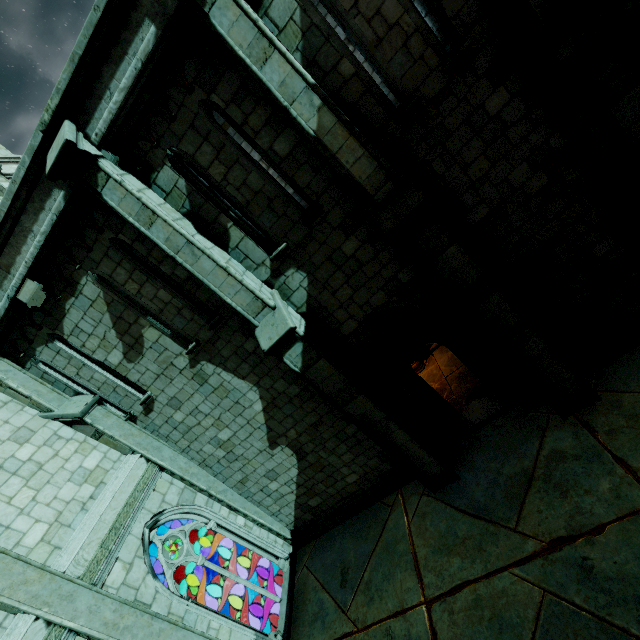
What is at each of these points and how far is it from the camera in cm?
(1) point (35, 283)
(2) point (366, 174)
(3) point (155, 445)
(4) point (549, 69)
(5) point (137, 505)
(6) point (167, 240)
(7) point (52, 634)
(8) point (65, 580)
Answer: (1) stone beam, 655
(2) stone column, 526
(3) stone column, 842
(4) stone column, 463
(5) trim, 731
(6) stone column, 583
(7) trim, 522
(8) stone column, 564

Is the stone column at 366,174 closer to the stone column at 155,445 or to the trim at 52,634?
the stone column at 155,445

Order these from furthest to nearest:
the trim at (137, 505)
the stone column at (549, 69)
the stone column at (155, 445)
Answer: the stone column at (155, 445) < the trim at (137, 505) < the stone column at (549, 69)

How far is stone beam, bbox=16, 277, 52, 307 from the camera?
6.56m

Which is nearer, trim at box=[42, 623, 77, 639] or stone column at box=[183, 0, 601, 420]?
stone column at box=[183, 0, 601, 420]

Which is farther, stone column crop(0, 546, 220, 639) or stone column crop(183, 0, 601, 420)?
stone column crop(0, 546, 220, 639)

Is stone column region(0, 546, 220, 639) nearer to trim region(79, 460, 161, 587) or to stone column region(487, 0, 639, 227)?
trim region(79, 460, 161, 587)

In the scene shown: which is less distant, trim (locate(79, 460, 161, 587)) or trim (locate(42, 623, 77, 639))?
trim (locate(42, 623, 77, 639))
